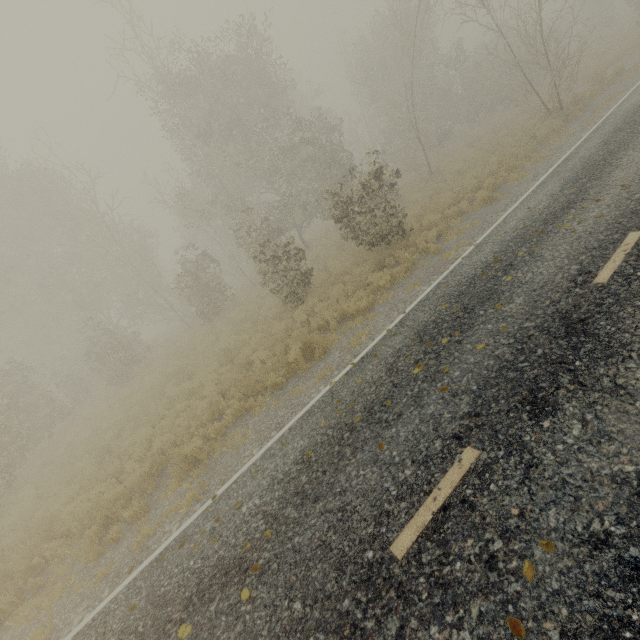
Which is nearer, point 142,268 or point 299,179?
point 299,179
